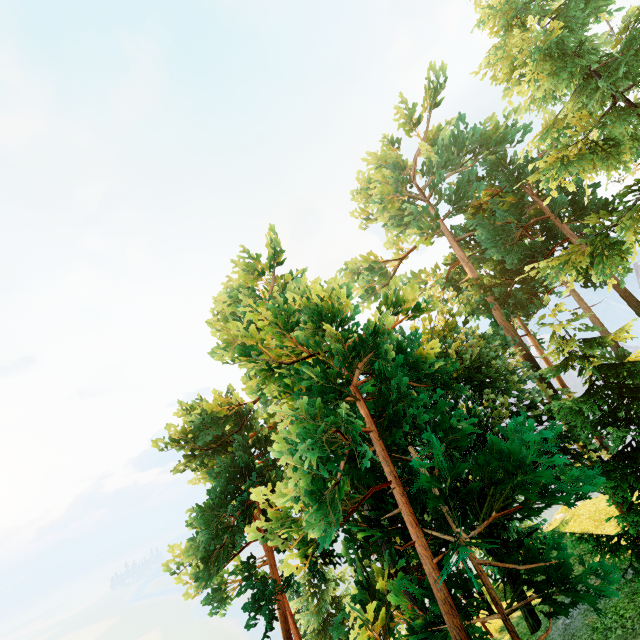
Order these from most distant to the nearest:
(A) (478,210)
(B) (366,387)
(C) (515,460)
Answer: (A) (478,210) < (B) (366,387) < (C) (515,460)
